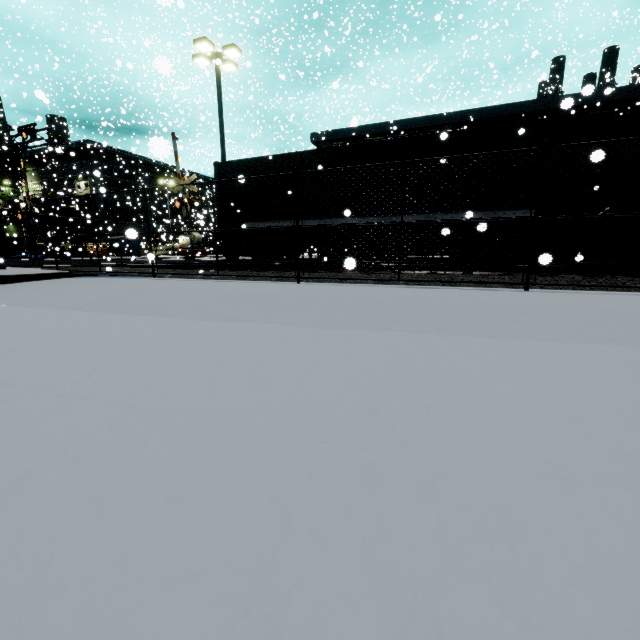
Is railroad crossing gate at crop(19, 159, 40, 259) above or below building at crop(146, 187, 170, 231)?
below

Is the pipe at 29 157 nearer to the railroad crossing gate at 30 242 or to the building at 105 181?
the building at 105 181

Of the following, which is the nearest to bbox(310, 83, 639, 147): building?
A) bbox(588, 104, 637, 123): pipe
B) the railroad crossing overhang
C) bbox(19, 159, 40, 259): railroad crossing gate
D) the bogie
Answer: bbox(588, 104, 637, 123): pipe

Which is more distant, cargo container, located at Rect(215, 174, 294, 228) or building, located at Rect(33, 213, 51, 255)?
building, located at Rect(33, 213, 51, 255)

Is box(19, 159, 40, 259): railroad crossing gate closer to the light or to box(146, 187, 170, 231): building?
box(146, 187, 170, 231): building

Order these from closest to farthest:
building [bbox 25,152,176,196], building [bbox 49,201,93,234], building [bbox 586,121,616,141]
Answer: building [bbox 586,121,616,141] → building [bbox 49,201,93,234] → building [bbox 25,152,176,196]

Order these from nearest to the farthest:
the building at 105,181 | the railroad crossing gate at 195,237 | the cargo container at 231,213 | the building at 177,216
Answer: the cargo container at 231,213 → the railroad crossing gate at 195,237 → the building at 177,216 → the building at 105,181

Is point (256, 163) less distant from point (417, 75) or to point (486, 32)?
point (486, 32)
